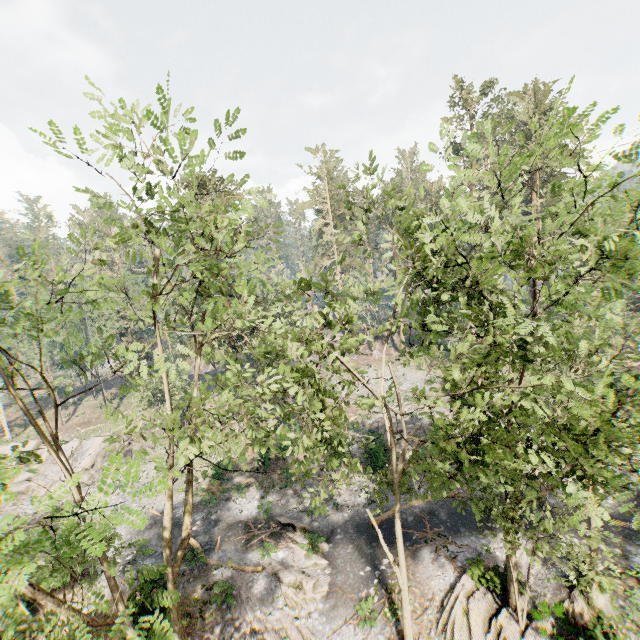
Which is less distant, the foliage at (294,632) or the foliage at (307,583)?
the foliage at (294,632)

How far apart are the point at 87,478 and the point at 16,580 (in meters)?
29.37

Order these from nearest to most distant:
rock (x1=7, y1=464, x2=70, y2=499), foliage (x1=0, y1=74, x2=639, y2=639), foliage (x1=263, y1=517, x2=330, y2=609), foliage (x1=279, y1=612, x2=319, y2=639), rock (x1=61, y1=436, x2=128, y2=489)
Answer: foliage (x1=0, y1=74, x2=639, y2=639) < foliage (x1=279, y1=612, x2=319, y2=639) < foliage (x1=263, y1=517, x2=330, y2=609) < rock (x1=7, y1=464, x2=70, y2=499) < rock (x1=61, y1=436, x2=128, y2=489)

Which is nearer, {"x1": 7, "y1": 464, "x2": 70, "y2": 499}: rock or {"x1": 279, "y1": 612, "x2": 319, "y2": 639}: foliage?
{"x1": 279, "y1": 612, "x2": 319, "y2": 639}: foliage

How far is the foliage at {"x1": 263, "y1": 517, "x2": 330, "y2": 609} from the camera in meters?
16.5 m
